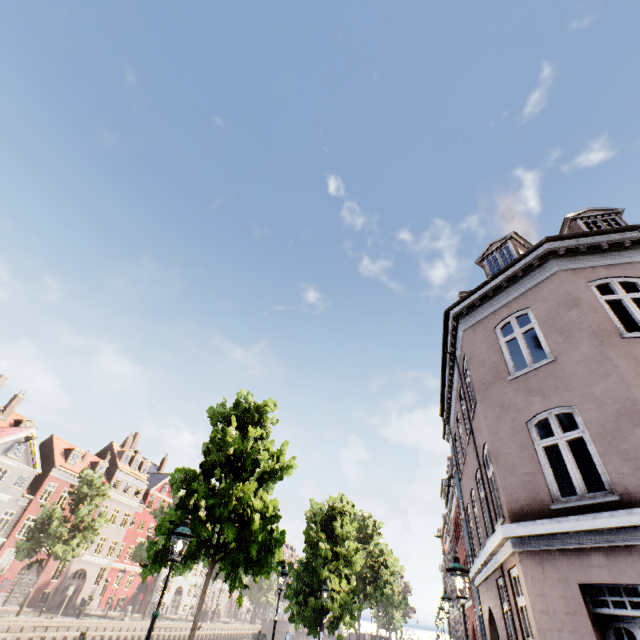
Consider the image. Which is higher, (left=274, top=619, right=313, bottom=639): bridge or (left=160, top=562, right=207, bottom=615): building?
(left=160, top=562, right=207, bottom=615): building

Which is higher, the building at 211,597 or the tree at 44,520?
the tree at 44,520

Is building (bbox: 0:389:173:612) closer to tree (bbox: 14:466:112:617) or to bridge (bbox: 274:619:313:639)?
tree (bbox: 14:466:112:617)

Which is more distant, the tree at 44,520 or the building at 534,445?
the tree at 44,520

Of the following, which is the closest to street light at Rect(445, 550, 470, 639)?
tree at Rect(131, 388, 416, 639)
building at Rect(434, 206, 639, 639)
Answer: building at Rect(434, 206, 639, 639)

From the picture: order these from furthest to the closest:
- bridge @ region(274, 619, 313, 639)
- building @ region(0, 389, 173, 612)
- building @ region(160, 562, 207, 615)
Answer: bridge @ region(274, 619, 313, 639)
building @ region(160, 562, 207, 615)
building @ region(0, 389, 173, 612)

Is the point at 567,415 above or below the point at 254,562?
above
